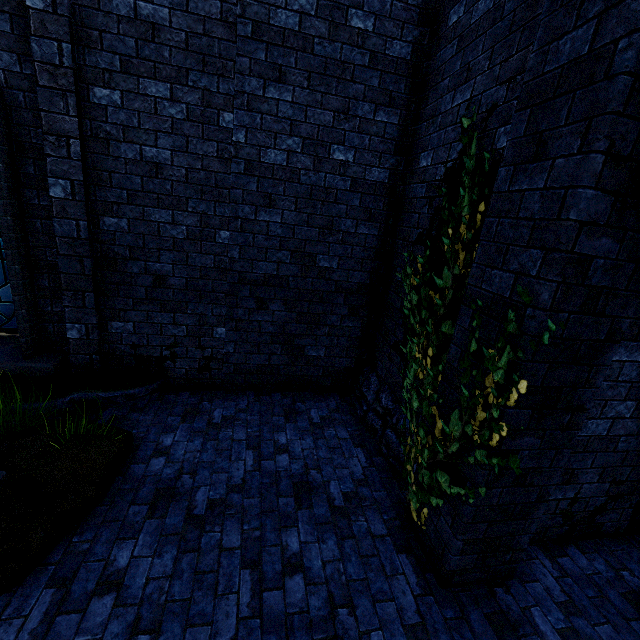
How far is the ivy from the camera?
2.3 meters

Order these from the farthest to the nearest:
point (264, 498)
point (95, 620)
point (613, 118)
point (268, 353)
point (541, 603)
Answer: point (268, 353)
point (264, 498)
point (541, 603)
point (95, 620)
point (613, 118)

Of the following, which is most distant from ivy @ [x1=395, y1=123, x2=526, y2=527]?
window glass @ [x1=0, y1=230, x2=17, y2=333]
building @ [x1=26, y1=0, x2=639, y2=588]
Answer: Result: window glass @ [x1=0, y1=230, x2=17, y2=333]

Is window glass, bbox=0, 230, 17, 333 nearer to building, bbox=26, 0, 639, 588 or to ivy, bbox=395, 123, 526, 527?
building, bbox=26, 0, 639, 588

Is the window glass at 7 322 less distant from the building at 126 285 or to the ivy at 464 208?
the building at 126 285

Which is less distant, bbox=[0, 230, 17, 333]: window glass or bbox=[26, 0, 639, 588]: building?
bbox=[26, 0, 639, 588]: building
